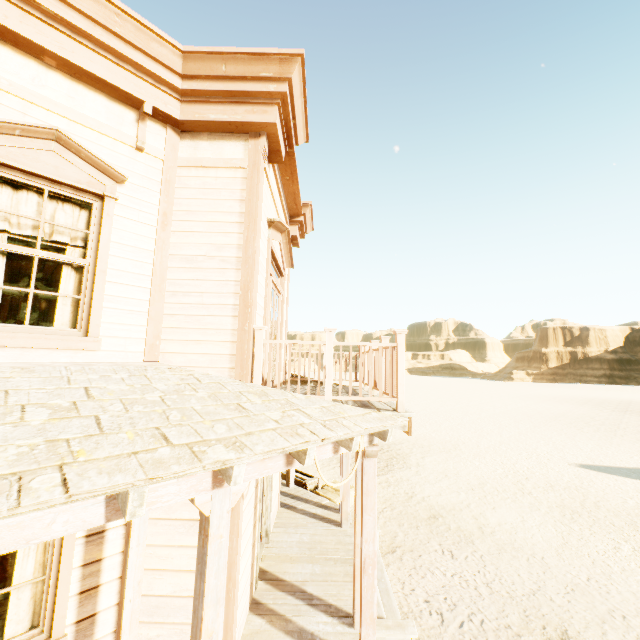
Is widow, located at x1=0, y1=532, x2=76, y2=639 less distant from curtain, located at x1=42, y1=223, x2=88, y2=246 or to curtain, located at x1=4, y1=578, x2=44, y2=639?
curtain, located at x1=4, y1=578, x2=44, y2=639

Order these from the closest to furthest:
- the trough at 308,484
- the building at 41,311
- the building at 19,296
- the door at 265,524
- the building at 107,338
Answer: the building at 107,338, the door at 265,524, the trough at 308,484, the building at 19,296, the building at 41,311

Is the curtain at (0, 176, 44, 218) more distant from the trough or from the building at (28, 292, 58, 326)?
the trough

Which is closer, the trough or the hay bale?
the hay bale

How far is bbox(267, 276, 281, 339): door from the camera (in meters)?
5.64

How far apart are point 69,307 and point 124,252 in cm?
87

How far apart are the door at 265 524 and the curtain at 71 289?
2.5 meters

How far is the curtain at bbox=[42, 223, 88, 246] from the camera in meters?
3.6
